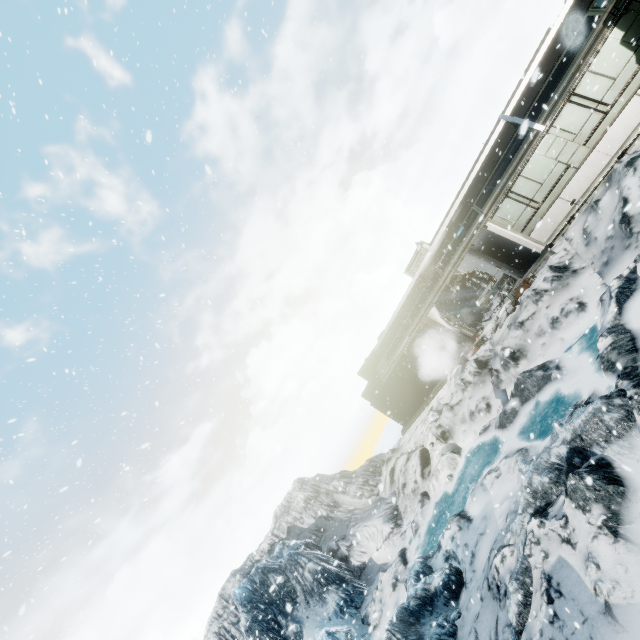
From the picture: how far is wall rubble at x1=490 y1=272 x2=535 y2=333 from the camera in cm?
1367

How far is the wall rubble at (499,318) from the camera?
13.67m

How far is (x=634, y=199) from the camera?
9.5m
